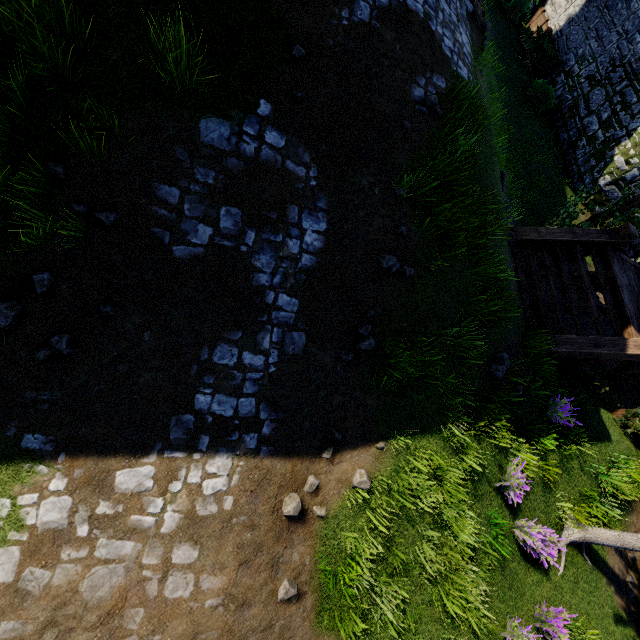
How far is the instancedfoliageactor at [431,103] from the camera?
5.8m

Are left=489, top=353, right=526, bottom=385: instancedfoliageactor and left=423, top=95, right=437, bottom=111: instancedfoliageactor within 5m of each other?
Answer: yes

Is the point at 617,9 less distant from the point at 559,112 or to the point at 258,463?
the point at 559,112

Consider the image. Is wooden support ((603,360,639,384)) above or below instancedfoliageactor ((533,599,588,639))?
above

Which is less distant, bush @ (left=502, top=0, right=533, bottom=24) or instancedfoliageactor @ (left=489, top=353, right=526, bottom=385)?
instancedfoliageactor @ (left=489, top=353, right=526, bottom=385)

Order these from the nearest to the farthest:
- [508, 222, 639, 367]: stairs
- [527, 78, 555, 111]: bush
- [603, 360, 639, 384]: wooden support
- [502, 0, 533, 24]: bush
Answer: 1. [508, 222, 639, 367]: stairs
2. [603, 360, 639, 384]: wooden support
3. [527, 78, 555, 111]: bush
4. [502, 0, 533, 24]: bush

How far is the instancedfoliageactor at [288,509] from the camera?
4.6 meters

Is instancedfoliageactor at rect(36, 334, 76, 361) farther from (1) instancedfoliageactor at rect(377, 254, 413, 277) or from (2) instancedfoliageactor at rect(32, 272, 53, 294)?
(1) instancedfoliageactor at rect(377, 254, 413, 277)
